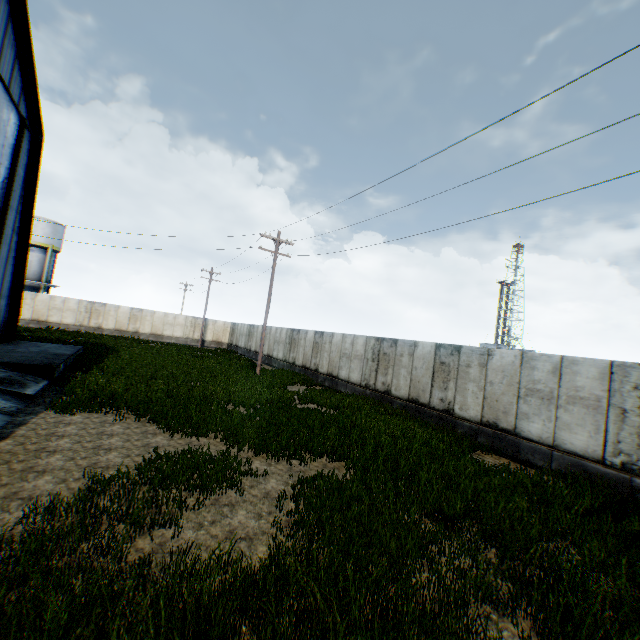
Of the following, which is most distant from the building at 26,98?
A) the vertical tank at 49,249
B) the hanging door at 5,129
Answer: the vertical tank at 49,249

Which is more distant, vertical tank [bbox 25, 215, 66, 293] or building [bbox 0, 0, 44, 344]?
vertical tank [bbox 25, 215, 66, 293]

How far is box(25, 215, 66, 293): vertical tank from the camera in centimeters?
3762cm

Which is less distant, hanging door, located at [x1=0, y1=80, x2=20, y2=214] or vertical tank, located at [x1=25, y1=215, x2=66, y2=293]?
hanging door, located at [x1=0, y1=80, x2=20, y2=214]

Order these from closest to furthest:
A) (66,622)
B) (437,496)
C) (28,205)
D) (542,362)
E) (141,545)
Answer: (66,622) < (141,545) < (437,496) < (542,362) < (28,205)

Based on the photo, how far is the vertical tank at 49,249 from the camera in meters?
37.6

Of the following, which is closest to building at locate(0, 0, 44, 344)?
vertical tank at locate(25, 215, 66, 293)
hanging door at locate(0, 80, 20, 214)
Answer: hanging door at locate(0, 80, 20, 214)
